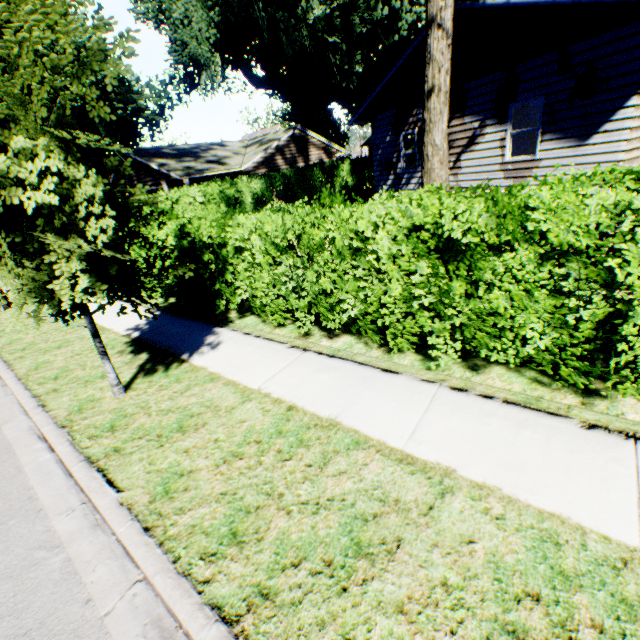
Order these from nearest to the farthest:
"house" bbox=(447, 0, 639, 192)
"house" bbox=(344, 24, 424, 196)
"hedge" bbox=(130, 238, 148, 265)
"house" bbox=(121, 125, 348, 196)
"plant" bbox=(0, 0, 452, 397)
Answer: "plant" bbox=(0, 0, 452, 397) → "house" bbox=(447, 0, 639, 192) → "hedge" bbox=(130, 238, 148, 265) → "house" bbox=(344, 24, 424, 196) → "house" bbox=(121, 125, 348, 196)

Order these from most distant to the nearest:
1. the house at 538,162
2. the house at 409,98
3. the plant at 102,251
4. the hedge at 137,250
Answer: the house at 409,98 → the hedge at 137,250 → the house at 538,162 → the plant at 102,251

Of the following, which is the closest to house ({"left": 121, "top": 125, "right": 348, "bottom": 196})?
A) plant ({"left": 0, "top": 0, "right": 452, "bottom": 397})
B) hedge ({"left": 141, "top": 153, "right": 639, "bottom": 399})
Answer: plant ({"left": 0, "top": 0, "right": 452, "bottom": 397})

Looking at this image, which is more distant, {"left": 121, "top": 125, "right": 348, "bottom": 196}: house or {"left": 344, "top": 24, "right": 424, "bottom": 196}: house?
{"left": 121, "top": 125, "right": 348, "bottom": 196}: house

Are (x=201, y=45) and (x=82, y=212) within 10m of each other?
no

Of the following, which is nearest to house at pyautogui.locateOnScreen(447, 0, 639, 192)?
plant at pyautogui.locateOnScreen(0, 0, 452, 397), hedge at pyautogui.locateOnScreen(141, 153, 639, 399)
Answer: hedge at pyautogui.locateOnScreen(141, 153, 639, 399)

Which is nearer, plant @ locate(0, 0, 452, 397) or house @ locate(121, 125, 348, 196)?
plant @ locate(0, 0, 452, 397)

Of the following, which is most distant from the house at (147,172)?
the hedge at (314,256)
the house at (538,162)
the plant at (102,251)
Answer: the house at (538,162)
